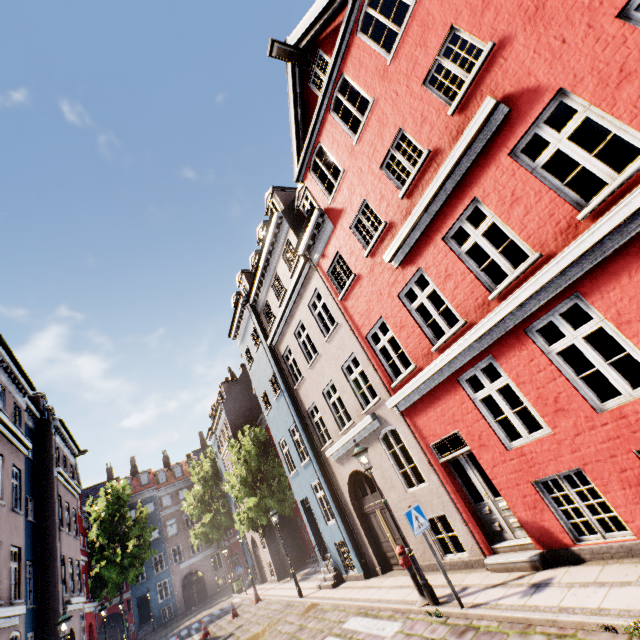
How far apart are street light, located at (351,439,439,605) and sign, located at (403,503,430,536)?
0.98m

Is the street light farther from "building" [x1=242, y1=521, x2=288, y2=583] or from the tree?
the tree

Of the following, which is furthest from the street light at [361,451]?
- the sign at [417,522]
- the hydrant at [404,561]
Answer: the sign at [417,522]

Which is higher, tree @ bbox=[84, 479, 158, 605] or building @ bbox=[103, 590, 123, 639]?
tree @ bbox=[84, 479, 158, 605]

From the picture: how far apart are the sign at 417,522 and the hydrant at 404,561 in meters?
1.5 m

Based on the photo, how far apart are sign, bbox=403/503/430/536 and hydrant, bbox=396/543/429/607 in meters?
1.5 m

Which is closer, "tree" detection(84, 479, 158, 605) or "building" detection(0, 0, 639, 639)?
"building" detection(0, 0, 639, 639)

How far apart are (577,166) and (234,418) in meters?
27.6
